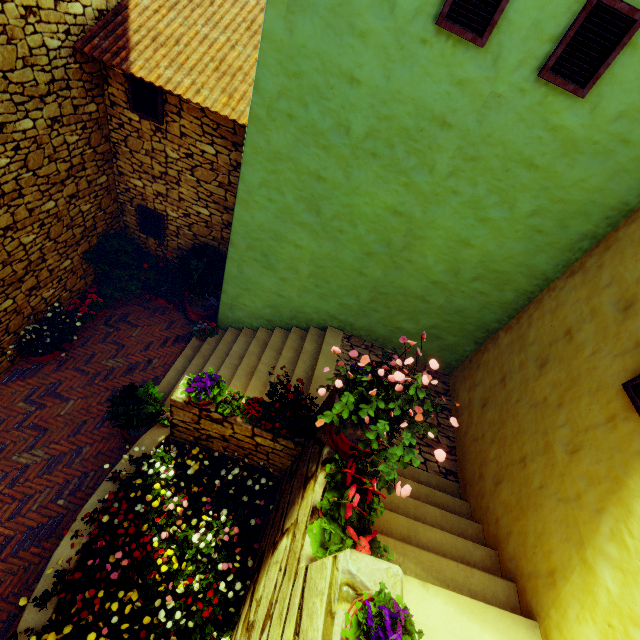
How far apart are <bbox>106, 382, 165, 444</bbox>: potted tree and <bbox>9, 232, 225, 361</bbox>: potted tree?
2.32m

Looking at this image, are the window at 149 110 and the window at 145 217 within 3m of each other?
yes

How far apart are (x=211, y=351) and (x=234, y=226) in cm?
292

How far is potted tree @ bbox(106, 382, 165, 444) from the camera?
4.97m

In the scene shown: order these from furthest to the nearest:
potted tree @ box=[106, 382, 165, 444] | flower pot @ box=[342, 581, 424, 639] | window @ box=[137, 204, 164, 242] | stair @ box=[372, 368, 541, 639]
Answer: window @ box=[137, 204, 164, 242], potted tree @ box=[106, 382, 165, 444], stair @ box=[372, 368, 541, 639], flower pot @ box=[342, 581, 424, 639]

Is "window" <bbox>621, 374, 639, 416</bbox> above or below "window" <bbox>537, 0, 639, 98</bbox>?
below

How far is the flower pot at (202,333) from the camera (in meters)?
7.28

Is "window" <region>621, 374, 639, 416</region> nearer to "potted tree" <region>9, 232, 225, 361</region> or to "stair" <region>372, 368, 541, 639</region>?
"stair" <region>372, 368, 541, 639</region>
